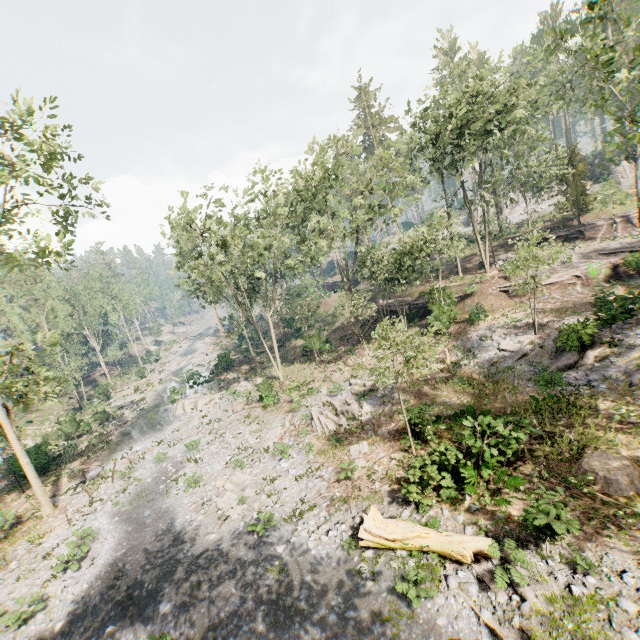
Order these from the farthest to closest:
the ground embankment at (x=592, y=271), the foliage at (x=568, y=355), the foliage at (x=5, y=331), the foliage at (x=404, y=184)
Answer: the ground embankment at (x=592, y=271) < the foliage at (x=568, y=355) < the foliage at (x=5, y=331) < the foliage at (x=404, y=184)

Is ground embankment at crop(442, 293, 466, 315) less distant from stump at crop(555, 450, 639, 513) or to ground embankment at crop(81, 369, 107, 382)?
stump at crop(555, 450, 639, 513)

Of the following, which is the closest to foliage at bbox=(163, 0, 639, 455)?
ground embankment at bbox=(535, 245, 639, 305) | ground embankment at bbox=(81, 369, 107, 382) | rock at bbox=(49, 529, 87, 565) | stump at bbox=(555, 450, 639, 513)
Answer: ground embankment at bbox=(81, 369, 107, 382)

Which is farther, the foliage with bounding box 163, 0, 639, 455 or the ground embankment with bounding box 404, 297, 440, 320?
the ground embankment with bounding box 404, 297, 440, 320

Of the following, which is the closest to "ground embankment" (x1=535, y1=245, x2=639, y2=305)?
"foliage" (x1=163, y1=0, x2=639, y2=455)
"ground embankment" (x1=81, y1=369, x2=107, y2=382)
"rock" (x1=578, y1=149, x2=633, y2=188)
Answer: "foliage" (x1=163, y1=0, x2=639, y2=455)

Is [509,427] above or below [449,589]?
above

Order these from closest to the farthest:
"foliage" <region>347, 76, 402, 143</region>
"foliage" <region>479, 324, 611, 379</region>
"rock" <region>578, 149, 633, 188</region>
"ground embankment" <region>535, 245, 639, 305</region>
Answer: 1. "foliage" <region>479, 324, 611, 379</region>
2. "ground embankment" <region>535, 245, 639, 305</region>
3. "rock" <region>578, 149, 633, 188</region>
4. "foliage" <region>347, 76, 402, 143</region>

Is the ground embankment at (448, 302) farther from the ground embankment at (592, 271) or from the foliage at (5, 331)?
the ground embankment at (592, 271)
